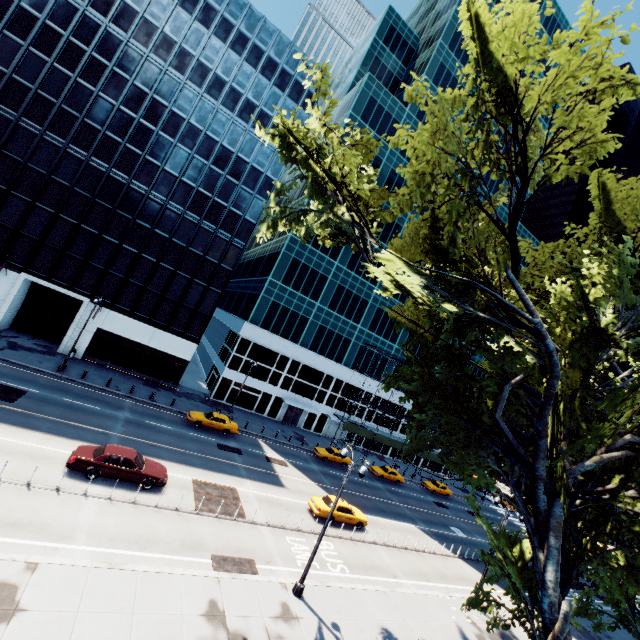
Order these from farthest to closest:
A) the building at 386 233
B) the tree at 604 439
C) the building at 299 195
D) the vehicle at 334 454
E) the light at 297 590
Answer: the building at 386 233, the building at 299 195, the vehicle at 334 454, the light at 297 590, the tree at 604 439

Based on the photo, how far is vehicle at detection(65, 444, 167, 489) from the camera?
17.3m

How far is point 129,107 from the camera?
33.97m

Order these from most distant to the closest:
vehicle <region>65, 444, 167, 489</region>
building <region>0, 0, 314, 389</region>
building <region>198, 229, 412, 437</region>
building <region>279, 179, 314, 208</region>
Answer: building <region>279, 179, 314, 208</region>
building <region>198, 229, 412, 437</region>
building <region>0, 0, 314, 389</region>
vehicle <region>65, 444, 167, 489</region>

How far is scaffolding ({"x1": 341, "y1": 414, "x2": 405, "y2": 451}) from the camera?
46.4 meters

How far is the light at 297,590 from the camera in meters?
15.8 m

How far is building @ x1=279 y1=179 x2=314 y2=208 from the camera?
44.56m

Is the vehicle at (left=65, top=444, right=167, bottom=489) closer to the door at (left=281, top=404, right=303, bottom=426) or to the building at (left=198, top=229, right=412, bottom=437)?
the building at (left=198, top=229, right=412, bottom=437)
